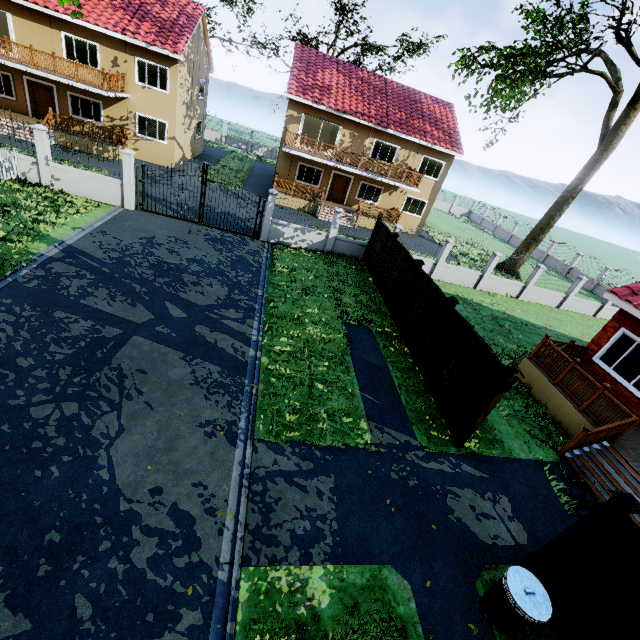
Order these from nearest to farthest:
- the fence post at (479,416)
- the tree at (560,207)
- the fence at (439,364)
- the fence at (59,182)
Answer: the fence post at (479,416) → the fence at (439,364) → the fence at (59,182) → the tree at (560,207)

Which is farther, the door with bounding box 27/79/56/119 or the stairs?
the door with bounding box 27/79/56/119

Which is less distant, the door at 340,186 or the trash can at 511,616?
the trash can at 511,616

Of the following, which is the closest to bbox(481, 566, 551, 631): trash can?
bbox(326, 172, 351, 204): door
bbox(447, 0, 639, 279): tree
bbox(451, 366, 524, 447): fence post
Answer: bbox(451, 366, 524, 447): fence post

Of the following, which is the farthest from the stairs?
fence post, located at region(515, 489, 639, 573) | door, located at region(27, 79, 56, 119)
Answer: door, located at region(27, 79, 56, 119)

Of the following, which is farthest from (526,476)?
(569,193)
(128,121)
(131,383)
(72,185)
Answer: (128,121)

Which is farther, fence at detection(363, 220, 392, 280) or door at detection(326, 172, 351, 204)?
door at detection(326, 172, 351, 204)

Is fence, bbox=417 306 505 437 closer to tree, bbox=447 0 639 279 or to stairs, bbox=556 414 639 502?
stairs, bbox=556 414 639 502
